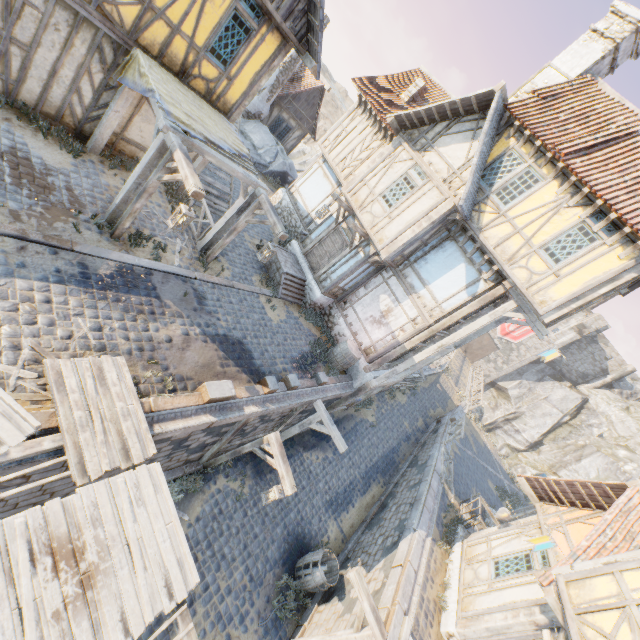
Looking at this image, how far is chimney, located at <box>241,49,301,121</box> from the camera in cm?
1919

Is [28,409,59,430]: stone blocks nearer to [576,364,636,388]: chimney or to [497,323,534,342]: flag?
[497,323,534,342]: flag

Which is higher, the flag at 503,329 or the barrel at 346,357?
the flag at 503,329

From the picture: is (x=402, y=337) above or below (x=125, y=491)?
above

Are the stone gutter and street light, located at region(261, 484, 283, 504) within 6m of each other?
yes

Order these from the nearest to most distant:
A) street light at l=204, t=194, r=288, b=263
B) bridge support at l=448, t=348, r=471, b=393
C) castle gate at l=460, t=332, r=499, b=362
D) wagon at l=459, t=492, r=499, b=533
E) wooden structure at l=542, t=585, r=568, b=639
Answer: wooden structure at l=542, t=585, r=568, b=639
street light at l=204, t=194, r=288, b=263
wagon at l=459, t=492, r=499, b=533
bridge support at l=448, t=348, r=471, b=393
castle gate at l=460, t=332, r=499, b=362

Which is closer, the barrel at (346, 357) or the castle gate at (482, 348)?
the barrel at (346, 357)

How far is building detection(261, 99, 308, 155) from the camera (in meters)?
21.88
